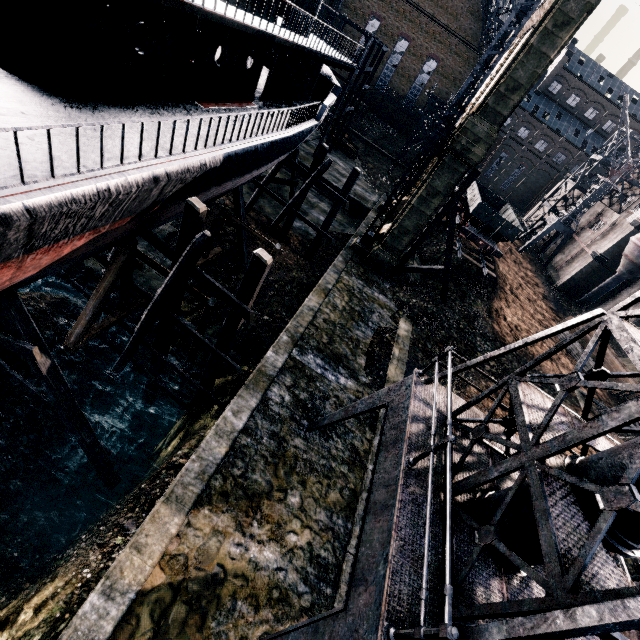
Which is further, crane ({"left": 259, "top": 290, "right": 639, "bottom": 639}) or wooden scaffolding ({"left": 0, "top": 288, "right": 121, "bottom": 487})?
wooden scaffolding ({"left": 0, "top": 288, "right": 121, "bottom": 487})

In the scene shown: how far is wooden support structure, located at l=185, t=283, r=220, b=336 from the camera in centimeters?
1268cm

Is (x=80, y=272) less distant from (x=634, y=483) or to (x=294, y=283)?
(x=294, y=283)

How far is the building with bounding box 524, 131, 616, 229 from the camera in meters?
43.9

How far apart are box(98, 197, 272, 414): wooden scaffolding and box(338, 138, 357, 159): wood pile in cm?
3757

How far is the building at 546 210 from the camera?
43.91m

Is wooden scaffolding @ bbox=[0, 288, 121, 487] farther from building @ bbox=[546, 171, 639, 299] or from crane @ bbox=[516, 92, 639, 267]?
crane @ bbox=[516, 92, 639, 267]

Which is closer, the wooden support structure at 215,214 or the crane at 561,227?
the wooden support structure at 215,214
